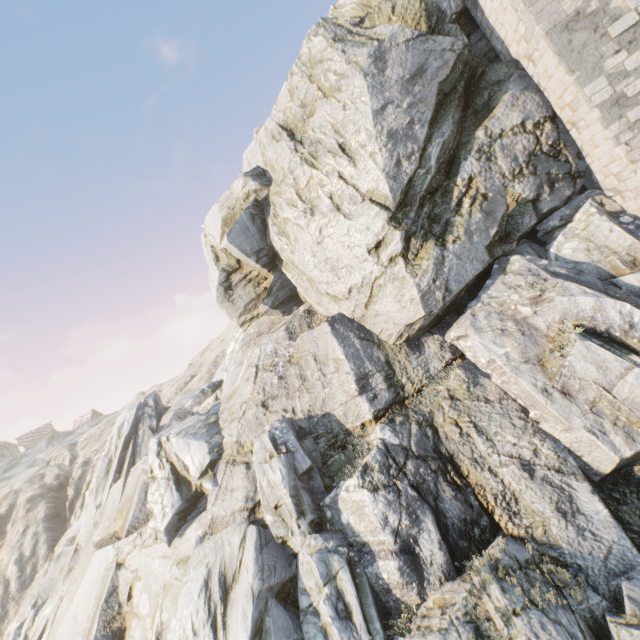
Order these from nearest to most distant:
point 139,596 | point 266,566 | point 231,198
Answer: point 266,566, point 139,596, point 231,198

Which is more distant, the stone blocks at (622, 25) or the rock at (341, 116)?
the stone blocks at (622, 25)

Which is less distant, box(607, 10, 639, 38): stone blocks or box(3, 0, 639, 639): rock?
box(3, 0, 639, 639): rock
